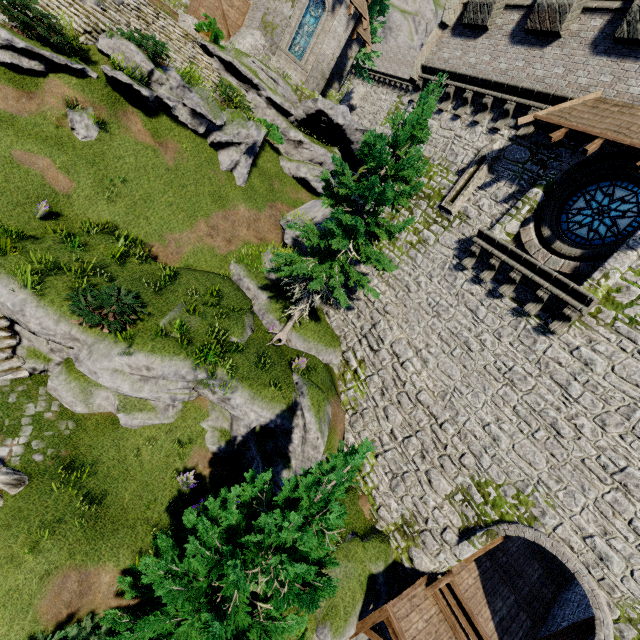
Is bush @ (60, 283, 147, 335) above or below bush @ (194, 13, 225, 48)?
below

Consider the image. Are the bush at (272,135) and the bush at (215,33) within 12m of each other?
yes

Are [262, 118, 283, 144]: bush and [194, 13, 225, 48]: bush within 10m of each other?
yes

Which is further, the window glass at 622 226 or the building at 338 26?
the building at 338 26

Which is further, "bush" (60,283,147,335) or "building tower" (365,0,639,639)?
"bush" (60,283,147,335)

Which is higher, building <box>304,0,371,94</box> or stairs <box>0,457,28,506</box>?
building <box>304,0,371,94</box>

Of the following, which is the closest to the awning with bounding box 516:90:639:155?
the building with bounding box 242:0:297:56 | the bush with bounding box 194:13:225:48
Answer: A: the building with bounding box 242:0:297:56

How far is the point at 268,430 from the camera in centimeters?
1107cm
